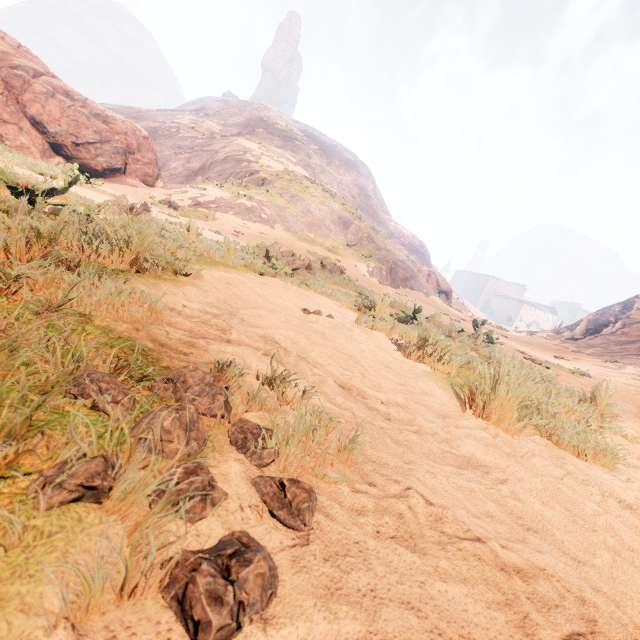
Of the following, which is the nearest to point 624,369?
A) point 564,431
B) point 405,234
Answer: point 564,431

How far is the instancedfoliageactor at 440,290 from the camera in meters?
32.9

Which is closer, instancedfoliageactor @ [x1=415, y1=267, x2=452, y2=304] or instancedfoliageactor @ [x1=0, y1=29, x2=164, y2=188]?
instancedfoliageactor @ [x1=0, y1=29, x2=164, y2=188]

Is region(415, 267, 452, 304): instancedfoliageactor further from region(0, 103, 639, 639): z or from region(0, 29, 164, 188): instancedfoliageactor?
region(0, 29, 164, 188): instancedfoliageactor

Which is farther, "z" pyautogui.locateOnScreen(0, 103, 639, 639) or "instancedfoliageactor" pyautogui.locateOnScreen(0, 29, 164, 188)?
"instancedfoliageactor" pyautogui.locateOnScreen(0, 29, 164, 188)

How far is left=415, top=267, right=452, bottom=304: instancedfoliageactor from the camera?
32.9 meters

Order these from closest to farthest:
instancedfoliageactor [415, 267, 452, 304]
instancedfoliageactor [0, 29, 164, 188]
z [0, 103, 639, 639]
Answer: Answer: z [0, 103, 639, 639] < instancedfoliageactor [0, 29, 164, 188] < instancedfoliageactor [415, 267, 452, 304]

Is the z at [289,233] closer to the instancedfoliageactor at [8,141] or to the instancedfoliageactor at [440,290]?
the instancedfoliageactor at [440,290]
